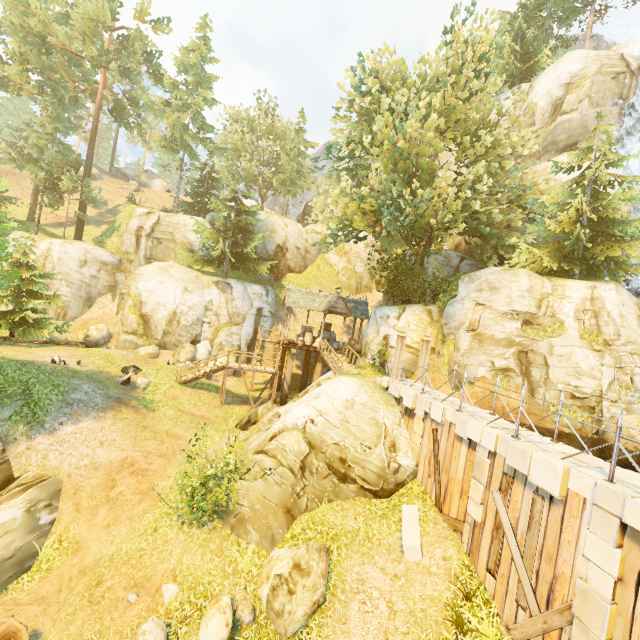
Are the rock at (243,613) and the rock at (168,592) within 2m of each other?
yes

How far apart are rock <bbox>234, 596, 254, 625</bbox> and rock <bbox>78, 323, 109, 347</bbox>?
21.88m

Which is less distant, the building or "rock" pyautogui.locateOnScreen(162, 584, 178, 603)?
"rock" pyautogui.locateOnScreen(162, 584, 178, 603)

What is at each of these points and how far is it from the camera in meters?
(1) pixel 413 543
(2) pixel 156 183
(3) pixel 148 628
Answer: (1) stone, 9.3
(2) rock, 58.5
(3) rock, 8.0

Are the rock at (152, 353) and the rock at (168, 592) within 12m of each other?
no

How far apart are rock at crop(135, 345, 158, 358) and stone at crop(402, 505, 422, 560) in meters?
20.2 m

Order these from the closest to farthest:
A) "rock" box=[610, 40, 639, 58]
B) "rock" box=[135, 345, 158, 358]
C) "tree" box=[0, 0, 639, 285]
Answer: "tree" box=[0, 0, 639, 285], "rock" box=[135, 345, 158, 358], "rock" box=[610, 40, 639, 58]

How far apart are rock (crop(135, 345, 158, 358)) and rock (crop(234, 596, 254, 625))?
18.4m
